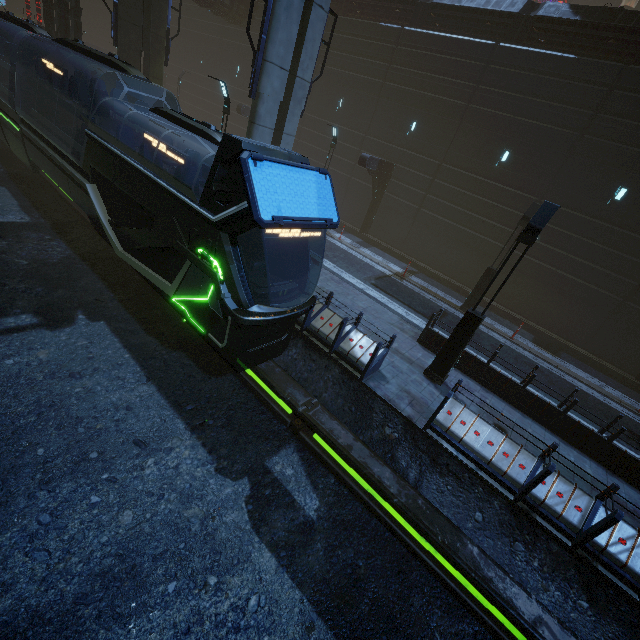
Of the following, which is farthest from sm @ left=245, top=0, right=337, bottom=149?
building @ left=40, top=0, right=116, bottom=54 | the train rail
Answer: the train rail

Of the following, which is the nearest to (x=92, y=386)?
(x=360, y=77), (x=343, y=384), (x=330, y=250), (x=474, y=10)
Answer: (x=343, y=384)

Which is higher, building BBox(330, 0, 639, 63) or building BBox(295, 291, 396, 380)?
building BBox(330, 0, 639, 63)

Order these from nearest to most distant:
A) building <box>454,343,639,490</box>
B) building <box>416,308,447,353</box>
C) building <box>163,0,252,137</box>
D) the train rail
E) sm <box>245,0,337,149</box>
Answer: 1. the train rail
2. building <box>454,343,639,490</box>
3. sm <box>245,0,337,149</box>
4. building <box>416,308,447,353</box>
5. building <box>163,0,252,137</box>

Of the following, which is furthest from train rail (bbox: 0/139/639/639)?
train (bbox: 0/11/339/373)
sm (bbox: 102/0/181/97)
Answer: sm (bbox: 102/0/181/97)

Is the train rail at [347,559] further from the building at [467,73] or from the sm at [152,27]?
the sm at [152,27]

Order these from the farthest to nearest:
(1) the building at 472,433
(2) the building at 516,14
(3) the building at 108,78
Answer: (3) the building at 108,78 → (2) the building at 516,14 → (1) the building at 472,433
